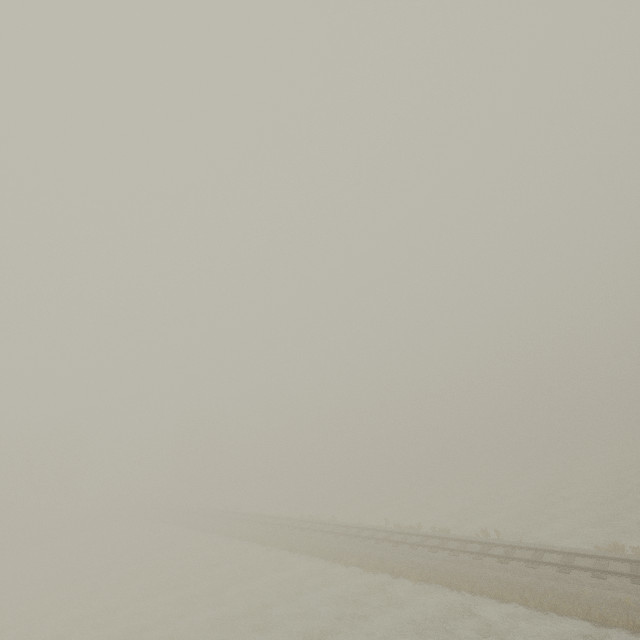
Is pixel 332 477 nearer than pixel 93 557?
No
